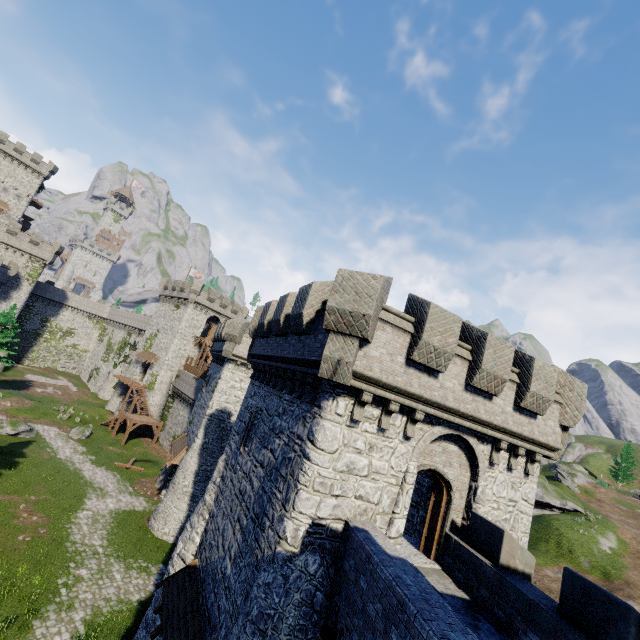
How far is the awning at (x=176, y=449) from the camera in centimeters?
2655cm

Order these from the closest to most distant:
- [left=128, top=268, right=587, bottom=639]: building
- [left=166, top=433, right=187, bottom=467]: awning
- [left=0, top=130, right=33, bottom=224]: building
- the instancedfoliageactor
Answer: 1. [left=128, top=268, right=587, bottom=639]: building
2. [left=166, top=433, right=187, bottom=467]: awning
3. the instancedfoliageactor
4. [left=0, top=130, right=33, bottom=224]: building

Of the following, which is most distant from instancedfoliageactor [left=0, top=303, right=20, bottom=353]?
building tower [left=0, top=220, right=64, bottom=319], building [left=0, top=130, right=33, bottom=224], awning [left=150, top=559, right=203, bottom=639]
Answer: awning [left=150, top=559, right=203, bottom=639]

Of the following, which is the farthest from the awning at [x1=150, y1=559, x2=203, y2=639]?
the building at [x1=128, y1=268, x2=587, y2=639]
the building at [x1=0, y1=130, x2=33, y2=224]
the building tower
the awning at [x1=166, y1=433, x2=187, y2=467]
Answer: the building at [x1=0, y1=130, x2=33, y2=224]

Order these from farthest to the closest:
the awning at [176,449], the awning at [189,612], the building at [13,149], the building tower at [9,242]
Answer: the building at [13,149]
the building tower at [9,242]
the awning at [176,449]
the awning at [189,612]

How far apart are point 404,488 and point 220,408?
20.28m

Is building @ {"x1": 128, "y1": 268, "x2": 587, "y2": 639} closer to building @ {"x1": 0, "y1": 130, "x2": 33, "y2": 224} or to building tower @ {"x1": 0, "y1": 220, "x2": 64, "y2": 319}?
building tower @ {"x1": 0, "y1": 220, "x2": 64, "y2": 319}

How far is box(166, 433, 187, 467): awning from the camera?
26.6m
